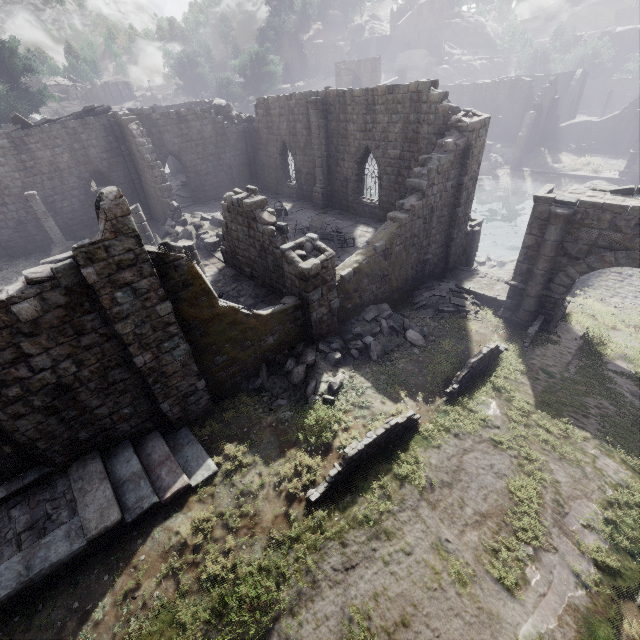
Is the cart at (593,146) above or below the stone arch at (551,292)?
below

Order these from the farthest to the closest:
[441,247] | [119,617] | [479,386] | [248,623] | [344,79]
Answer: [344,79] < [441,247] < [479,386] < [119,617] < [248,623]

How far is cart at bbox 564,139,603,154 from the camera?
38.8 meters

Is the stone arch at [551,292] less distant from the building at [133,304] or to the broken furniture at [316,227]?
the building at [133,304]

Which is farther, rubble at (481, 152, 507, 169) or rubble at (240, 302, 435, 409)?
rubble at (481, 152, 507, 169)

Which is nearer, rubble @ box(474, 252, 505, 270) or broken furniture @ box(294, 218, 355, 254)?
broken furniture @ box(294, 218, 355, 254)

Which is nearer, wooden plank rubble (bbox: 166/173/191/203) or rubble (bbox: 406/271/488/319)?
rubble (bbox: 406/271/488/319)

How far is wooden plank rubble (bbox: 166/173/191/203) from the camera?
28.0 meters
